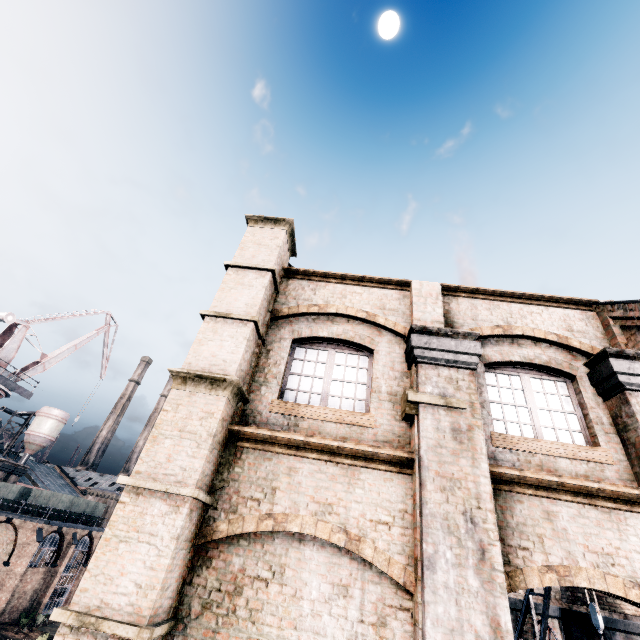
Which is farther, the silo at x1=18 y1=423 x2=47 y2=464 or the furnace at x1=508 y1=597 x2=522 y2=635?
the silo at x1=18 y1=423 x2=47 y2=464

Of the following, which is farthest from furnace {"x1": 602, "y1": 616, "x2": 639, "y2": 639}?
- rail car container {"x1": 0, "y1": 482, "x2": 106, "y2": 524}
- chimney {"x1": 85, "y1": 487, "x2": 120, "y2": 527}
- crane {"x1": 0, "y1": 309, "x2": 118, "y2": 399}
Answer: chimney {"x1": 85, "y1": 487, "x2": 120, "y2": 527}

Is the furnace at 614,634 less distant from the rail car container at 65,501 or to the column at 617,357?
the column at 617,357

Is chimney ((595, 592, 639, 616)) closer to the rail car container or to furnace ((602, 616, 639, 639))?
furnace ((602, 616, 639, 639))

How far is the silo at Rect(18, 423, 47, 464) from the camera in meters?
58.5 m

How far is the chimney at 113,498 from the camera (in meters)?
48.53

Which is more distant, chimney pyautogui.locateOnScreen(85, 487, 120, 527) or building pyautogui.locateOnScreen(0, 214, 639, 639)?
chimney pyautogui.locateOnScreen(85, 487, 120, 527)

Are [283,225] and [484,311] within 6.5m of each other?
yes
